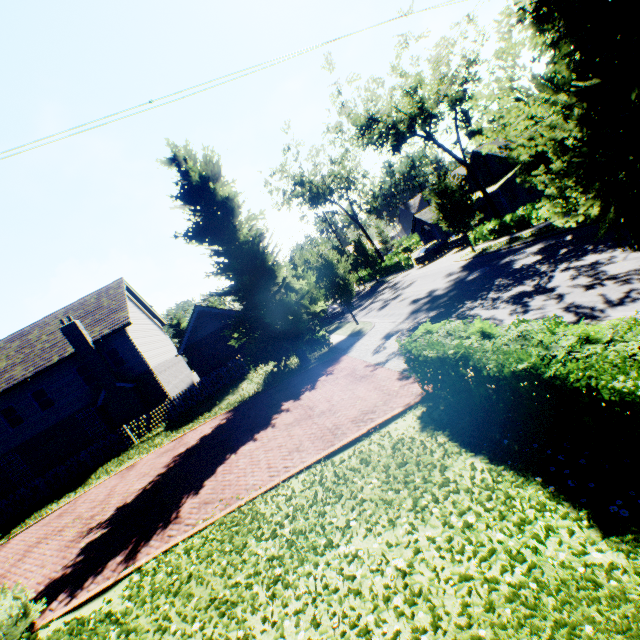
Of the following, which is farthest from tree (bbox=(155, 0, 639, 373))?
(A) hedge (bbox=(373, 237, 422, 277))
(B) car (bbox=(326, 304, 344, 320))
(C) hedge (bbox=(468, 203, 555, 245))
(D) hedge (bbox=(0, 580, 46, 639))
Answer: (D) hedge (bbox=(0, 580, 46, 639))

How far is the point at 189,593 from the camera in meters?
5.4

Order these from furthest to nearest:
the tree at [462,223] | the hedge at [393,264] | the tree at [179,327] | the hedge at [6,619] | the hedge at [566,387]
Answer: the tree at [179,327]
the hedge at [393,264]
the tree at [462,223]
the hedge at [6,619]
the hedge at [566,387]

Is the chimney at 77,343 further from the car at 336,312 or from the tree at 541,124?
the car at 336,312

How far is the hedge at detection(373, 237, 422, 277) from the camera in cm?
3769

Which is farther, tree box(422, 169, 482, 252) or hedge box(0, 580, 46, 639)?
tree box(422, 169, 482, 252)

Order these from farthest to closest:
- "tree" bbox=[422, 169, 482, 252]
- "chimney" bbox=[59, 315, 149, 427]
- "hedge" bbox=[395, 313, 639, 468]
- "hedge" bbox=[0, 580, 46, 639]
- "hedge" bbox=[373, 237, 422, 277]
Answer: "hedge" bbox=[373, 237, 422, 277] → "tree" bbox=[422, 169, 482, 252] → "chimney" bbox=[59, 315, 149, 427] → "hedge" bbox=[0, 580, 46, 639] → "hedge" bbox=[395, 313, 639, 468]

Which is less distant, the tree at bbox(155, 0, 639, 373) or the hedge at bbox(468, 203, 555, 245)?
the tree at bbox(155, 0, 639, 373)
